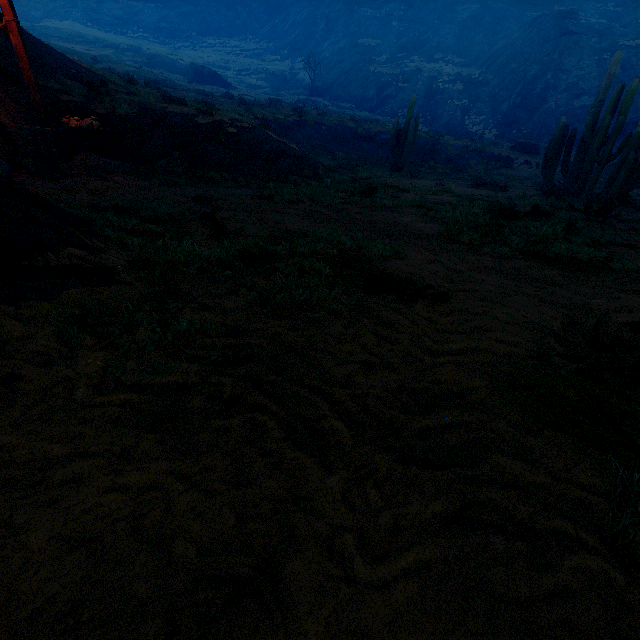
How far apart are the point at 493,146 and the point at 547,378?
39.7 meters

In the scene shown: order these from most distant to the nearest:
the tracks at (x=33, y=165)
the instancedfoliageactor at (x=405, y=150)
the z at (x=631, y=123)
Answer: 1. the z at (x=631, y=123)
2. the instancedfoliageactor at (x=405, y=150)
3. the tracks at (x=33, y=165)

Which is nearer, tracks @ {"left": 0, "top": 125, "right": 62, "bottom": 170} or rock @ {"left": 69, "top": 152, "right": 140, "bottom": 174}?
tracks @ {"left": 0, "top": 125, "right": 62, "bottom": 170}

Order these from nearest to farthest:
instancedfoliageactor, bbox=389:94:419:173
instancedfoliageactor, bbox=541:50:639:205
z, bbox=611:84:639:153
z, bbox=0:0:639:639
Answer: z, bbox=0:0:639:639 → instancedfoliageactor, bbox=541:50:639:205 → instancedfoliageactor, bbox=389:94:419:173 → z, bbox=611:84:639:153

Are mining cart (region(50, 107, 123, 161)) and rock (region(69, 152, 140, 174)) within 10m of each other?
yes

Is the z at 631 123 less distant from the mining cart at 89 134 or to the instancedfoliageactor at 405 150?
the instancedfoliageactor at 405 150

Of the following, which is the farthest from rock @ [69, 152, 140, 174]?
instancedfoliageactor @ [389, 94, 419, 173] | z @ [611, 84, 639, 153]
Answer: z @ [611, 84, 639, 153]

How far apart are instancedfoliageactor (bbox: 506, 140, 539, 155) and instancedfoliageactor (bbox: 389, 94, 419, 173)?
15.7m
